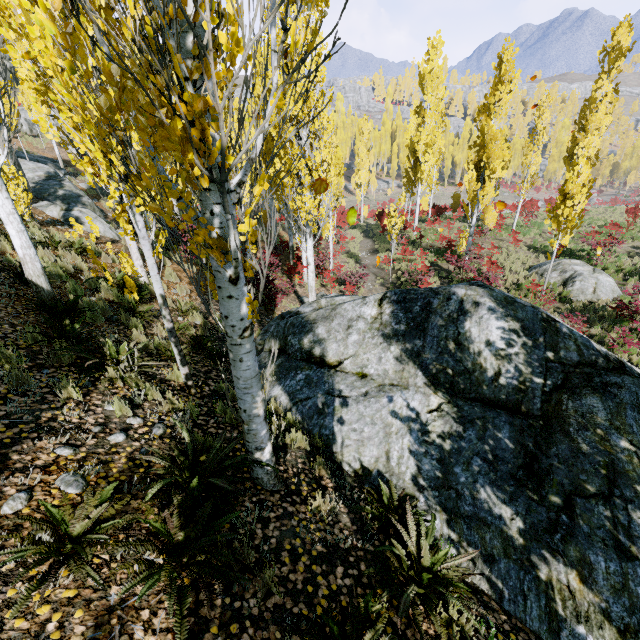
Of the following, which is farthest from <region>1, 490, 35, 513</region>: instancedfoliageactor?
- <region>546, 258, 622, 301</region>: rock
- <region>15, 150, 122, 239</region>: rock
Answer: <region>546, 258, 622, 301</region>: rock

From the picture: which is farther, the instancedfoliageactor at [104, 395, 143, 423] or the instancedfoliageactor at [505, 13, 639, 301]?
the instancedfoliageactor at [505, 13, 639, 301]

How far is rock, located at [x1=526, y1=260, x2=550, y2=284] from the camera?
17.1 meters

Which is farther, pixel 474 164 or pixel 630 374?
pixel 474 164

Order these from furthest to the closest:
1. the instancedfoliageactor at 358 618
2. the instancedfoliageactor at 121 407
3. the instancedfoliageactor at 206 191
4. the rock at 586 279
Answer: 1. the rock at 586 279
2. the instancedfoliageactor at 121 407
3. the instancedfoliageactor at 358 618
4. the instancedfoliageactor at 206 191

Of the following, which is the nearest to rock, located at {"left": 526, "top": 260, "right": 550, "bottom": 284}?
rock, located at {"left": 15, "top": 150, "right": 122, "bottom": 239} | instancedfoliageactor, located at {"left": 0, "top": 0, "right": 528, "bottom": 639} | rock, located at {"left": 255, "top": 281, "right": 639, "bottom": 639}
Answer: instancedfoliageactor, located at {"left": 0, "top": 0, "right": 528, "bottom": 639}

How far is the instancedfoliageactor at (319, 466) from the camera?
4.4m
